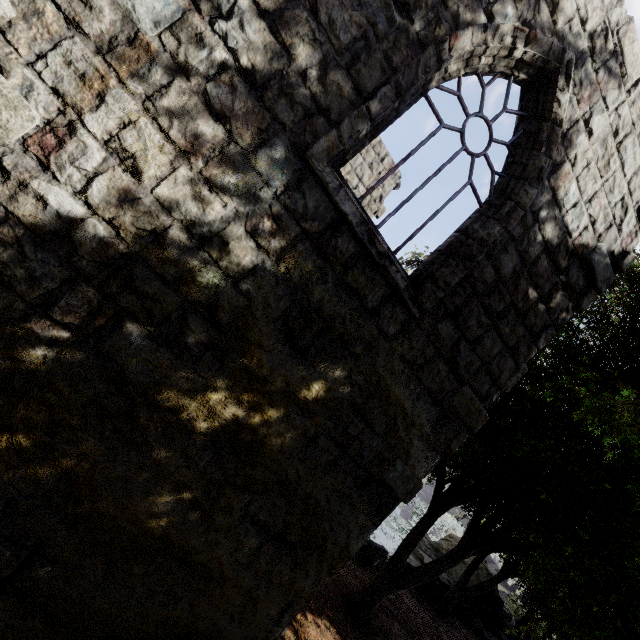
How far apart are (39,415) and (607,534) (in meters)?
9.82
